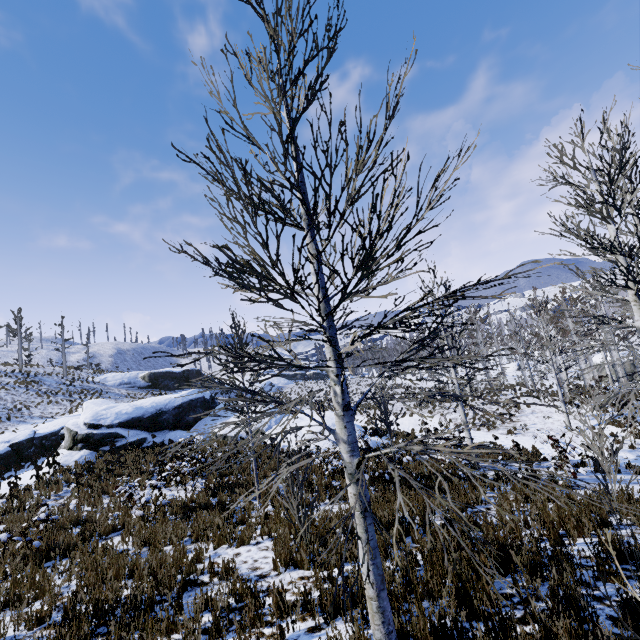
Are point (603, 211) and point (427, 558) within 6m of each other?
no
